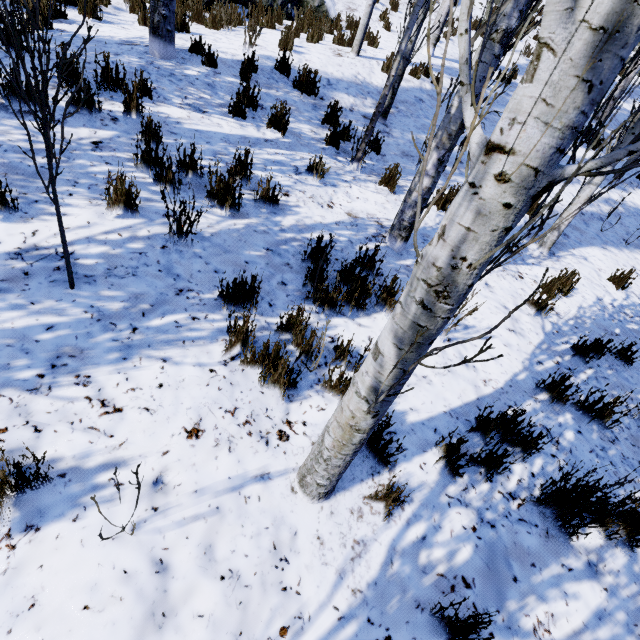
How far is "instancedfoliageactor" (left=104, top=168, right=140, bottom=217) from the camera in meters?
2.9

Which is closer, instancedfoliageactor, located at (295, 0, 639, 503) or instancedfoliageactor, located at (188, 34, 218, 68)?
instancedfoliageactor, located at (295, 0, 639, 503)

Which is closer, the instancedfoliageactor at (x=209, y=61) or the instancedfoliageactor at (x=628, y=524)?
the instancedfoliageactor at (x=628, y=524)

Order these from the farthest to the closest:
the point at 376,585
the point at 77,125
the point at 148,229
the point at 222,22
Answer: the point at 222,22, the point at 77,125, the point at 148,229, the point at 376,585

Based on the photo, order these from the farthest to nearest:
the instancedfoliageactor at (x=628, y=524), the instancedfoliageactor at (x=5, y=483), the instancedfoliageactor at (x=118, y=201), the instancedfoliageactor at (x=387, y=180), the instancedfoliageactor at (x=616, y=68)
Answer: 1. the instancedfoliageactor at (x=387, y=180)
2. the instancedfoliageactor at (x=118, y=201)
3. the instancedfoliageactor at (x=628, y=524)
4. the instancedfoliageactor at (x=5, y=483)
5. the instancedfoliageactor at (x=616, y=68)

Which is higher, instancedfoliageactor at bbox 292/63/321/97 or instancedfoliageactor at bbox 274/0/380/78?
instancedfoliageactor at bbox 274/0/380/78
